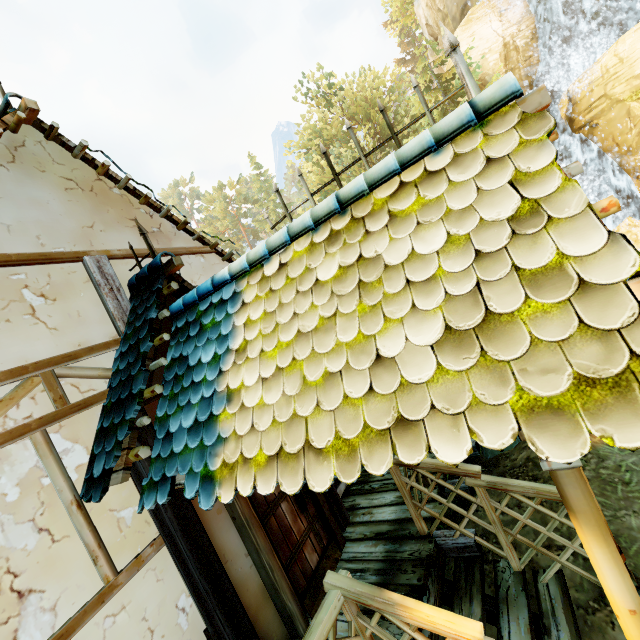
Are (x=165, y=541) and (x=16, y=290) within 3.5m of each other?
yes

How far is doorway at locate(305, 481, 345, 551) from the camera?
4.2 meters

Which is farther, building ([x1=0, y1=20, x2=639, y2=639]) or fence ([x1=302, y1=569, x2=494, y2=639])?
fence ([x1=302, y1=569, x2=494, y2=639])

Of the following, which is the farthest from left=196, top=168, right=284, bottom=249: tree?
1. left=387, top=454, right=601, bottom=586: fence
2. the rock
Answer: the rock

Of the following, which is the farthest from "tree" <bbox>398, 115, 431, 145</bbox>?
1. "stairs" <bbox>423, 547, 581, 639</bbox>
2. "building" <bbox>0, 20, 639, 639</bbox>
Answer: "stairs" <bbox>423, 547, 581, 639</bbox>

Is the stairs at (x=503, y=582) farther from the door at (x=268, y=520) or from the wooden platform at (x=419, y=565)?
the door at (x=268, y=520)

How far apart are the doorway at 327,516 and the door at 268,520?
0.0m

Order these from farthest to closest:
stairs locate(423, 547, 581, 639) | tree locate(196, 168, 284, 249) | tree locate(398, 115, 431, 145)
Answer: tree locate(196, 168, 284, 249) < tree locate(398, 115, 431, 145) < stairs locate(423, 547, 581, 639)
